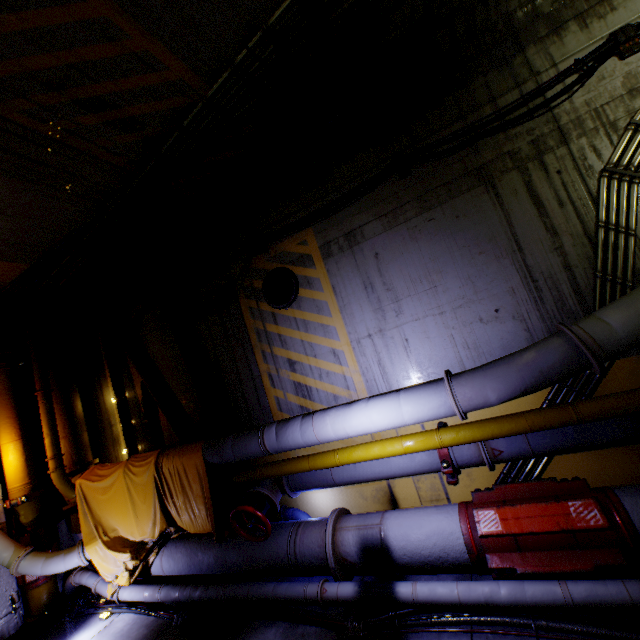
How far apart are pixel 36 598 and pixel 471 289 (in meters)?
10.31

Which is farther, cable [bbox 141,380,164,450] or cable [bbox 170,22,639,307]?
cable [bbox 141,380,164,450]

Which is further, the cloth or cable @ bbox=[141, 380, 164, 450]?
cable @ bbox=[141, 380, 164, 450]

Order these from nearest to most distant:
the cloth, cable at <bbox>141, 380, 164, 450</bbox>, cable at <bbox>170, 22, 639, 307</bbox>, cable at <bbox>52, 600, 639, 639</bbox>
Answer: cable at <bbox>52, 600, 639, 639</bbox> < cable at <bbox>170, 22, 639, 307</bbox> < the cloth < cable at <bbox>141, 380, 164, 450</bbox>

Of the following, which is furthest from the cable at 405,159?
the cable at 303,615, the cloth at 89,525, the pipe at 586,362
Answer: the cable at 303,615

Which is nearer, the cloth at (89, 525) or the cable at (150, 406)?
the cloth at (89, 525)

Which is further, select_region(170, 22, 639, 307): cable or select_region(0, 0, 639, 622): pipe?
select_region(170, 22, 639, 307): cable

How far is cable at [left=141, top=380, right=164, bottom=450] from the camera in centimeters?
776cm
